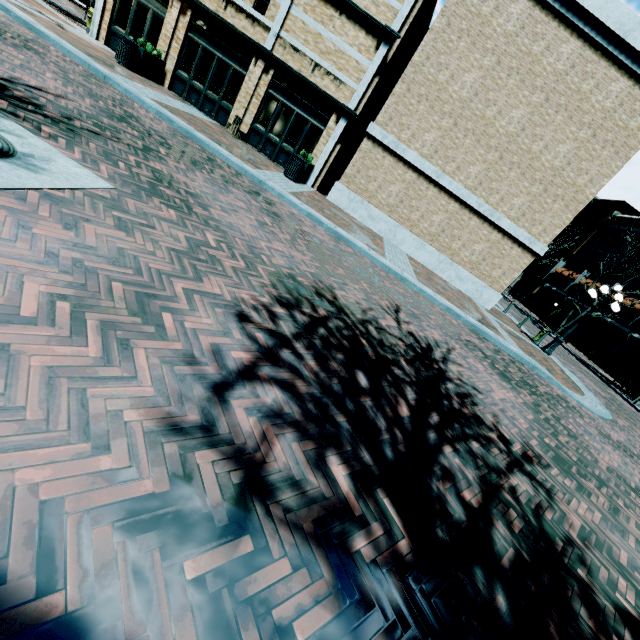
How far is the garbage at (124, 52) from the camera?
11.6 meters

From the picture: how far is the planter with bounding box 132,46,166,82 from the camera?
12.30m

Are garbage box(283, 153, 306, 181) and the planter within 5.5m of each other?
no

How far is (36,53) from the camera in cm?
708

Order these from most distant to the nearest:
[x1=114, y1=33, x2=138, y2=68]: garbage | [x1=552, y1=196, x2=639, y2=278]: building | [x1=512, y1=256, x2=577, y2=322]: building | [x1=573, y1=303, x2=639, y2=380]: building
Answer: [x1=512, y1=256, x2=577, y2=322]: building
[x1=552, y1=196, x2=639, y2=278]: building
[x1=573, y1=303, x2=639, y2=380]: building
[x1=114, y1=33, x2=138, y2=68]: garbage

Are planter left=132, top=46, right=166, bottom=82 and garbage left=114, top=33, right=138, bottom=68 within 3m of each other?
yes

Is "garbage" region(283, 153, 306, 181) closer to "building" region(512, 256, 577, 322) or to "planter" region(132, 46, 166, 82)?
"building" region(512, 256, 577, 322)

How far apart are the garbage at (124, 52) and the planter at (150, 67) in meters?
0.1 m
